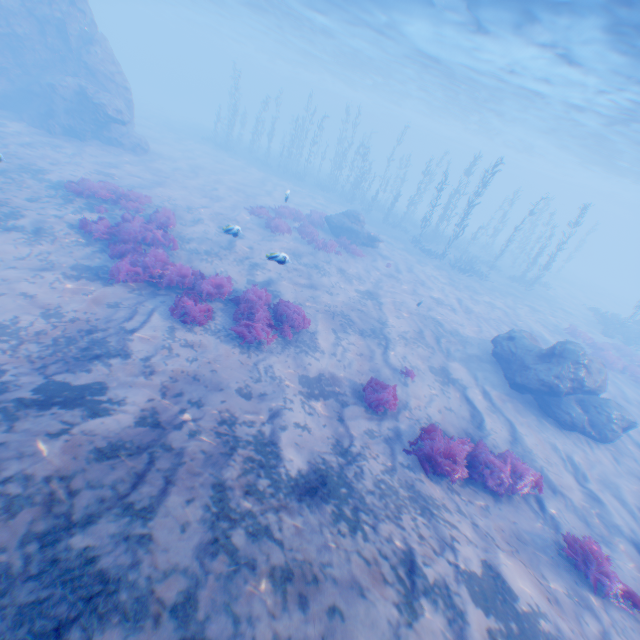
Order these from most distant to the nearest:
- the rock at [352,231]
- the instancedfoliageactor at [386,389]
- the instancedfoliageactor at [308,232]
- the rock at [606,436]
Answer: the rock at [352,231] → the instancedfoliageactor at [308,232] → the rock at [606,436] → the instancedfoliageactor at [386,389]

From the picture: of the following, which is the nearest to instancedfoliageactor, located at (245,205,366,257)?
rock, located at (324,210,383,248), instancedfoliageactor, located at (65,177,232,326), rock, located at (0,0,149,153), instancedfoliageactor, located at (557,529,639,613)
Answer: rock, located at (324,210,383,248)

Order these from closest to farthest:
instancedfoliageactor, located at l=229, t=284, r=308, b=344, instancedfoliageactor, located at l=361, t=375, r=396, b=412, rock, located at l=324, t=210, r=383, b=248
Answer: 1. instancedfoliageactor, located at l=361, t=375, r=396, b=412
2. instancedfoliageactor, located at l=229, t=284, r=308, b=344
3. rock, located at l=324, t=210, r=383, b=248

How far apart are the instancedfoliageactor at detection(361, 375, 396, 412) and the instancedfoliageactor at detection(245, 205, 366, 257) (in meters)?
11.19

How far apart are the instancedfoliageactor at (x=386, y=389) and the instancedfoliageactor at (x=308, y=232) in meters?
11.2

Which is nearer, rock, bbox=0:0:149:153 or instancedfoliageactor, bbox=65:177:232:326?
instancedfoliageactor, bbox=65:177:232:326

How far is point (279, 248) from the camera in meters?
16.5

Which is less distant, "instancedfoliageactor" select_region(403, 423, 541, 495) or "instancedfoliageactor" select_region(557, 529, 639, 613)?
"instancedfoliageactor" select_region(557, 529, 639, 613)
